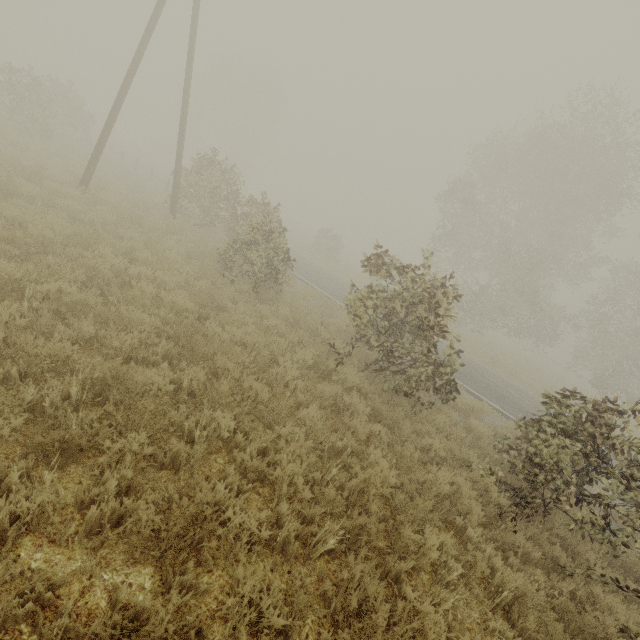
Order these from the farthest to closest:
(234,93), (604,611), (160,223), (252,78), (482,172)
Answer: (234,93)
(252,78)
(482,172)
(160,223)
(604,611)
